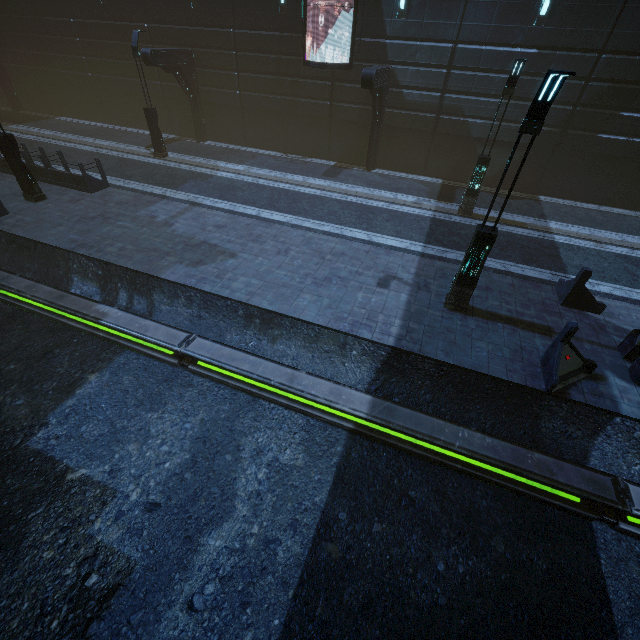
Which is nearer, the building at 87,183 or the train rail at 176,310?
the train rail at 176,310

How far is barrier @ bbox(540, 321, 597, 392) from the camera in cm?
730

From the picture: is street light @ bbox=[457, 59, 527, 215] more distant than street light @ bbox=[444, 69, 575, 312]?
Yes

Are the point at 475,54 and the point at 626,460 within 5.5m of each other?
no

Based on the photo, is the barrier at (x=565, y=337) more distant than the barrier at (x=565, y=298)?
No

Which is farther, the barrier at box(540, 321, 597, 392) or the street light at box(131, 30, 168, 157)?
the street light at box(131, 30, 168, 157)

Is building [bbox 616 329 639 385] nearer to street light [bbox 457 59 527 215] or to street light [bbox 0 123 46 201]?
street light [bbox 0 123 46 201]

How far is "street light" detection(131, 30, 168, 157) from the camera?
15.8 meters
